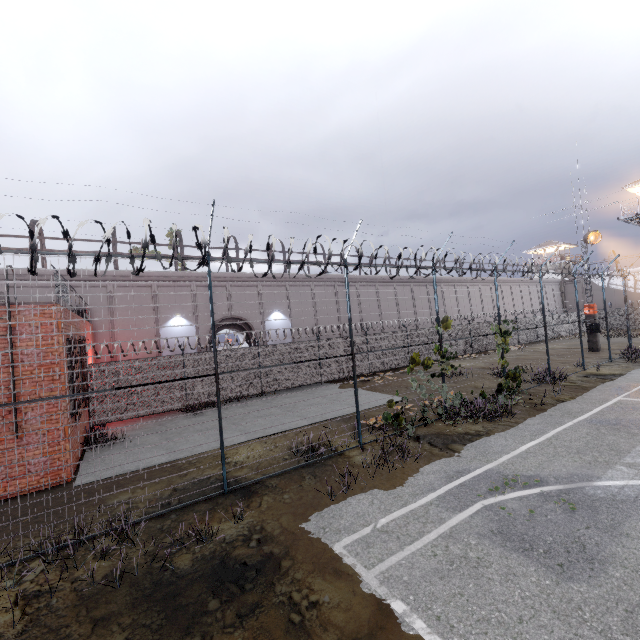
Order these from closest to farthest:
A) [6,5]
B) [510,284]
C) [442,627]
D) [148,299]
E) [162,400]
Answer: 1. [442,627]
2. [162,400]
3. [148,299]
4. [510,284]
5. [6,5]

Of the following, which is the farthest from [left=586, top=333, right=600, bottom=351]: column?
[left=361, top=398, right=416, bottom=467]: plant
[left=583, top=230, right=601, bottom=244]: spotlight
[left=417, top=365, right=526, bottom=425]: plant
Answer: [left=361, top=398, right=416, bottom=467]: plant

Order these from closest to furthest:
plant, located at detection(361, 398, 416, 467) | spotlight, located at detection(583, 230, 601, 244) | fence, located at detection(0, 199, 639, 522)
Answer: fence, located at detection(0, 199, 639, 522), plant, located at detection(361, 398, 416, 467), spotlight, located at detection(583, 230, 601, 244)

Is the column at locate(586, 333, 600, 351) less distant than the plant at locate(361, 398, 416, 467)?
No

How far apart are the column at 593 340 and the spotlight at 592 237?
4.55m

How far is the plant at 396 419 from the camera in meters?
8.7 m

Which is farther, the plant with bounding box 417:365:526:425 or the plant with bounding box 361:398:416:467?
the plant with bounding box 417:365:526:425

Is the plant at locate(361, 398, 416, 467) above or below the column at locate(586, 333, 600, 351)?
below
